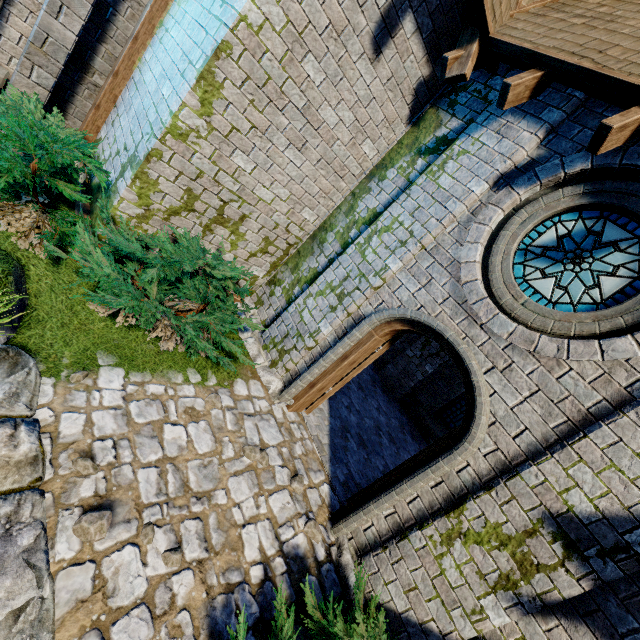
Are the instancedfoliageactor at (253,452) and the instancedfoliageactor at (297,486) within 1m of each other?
yes

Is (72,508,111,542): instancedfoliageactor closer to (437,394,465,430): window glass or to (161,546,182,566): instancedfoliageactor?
(161,546,182,566): instancedfoliageactor

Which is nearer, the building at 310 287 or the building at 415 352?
the building at 310 287

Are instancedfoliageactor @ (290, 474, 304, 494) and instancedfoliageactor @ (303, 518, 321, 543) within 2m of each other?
yes

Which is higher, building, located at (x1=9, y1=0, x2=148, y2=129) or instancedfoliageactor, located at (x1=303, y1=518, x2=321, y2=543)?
building, located at (x1=9, y1=0, x2=148, y2=129)

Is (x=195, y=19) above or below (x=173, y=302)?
above

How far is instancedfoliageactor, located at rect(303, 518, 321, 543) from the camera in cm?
405

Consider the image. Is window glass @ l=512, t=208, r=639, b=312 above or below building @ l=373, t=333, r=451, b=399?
above
